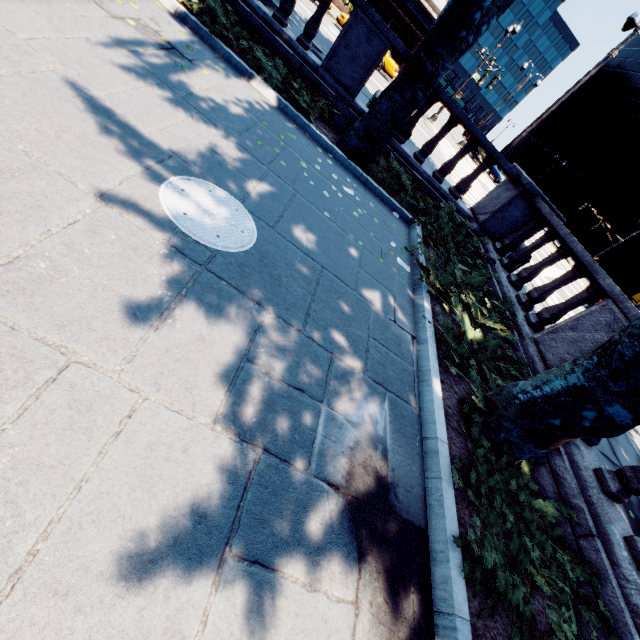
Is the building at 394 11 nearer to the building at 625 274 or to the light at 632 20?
the light at 632 20

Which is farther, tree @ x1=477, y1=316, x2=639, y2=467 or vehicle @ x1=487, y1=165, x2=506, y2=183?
vehicle @ x1=487, y1=165, x2=506, y2=183

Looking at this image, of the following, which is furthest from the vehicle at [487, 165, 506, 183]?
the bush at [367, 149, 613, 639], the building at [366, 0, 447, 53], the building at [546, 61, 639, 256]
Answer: the bush at [367, 149, 613, 639]

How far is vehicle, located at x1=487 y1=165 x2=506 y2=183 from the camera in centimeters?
3404cm

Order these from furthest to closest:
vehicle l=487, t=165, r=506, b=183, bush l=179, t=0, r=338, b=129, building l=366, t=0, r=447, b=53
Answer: vehicle l=487, t=165, r=506, b=183 < building l=366, t=0, r=447, b=53 < bush l=179, t=0, r=338, b=129

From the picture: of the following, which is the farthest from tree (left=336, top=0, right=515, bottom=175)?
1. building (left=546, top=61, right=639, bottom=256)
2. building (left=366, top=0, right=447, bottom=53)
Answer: building (left=546, top=61, right=639, bottom=256)

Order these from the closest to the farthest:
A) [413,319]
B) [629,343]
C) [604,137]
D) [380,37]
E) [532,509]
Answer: [629,343] < [532,509] < [413,319] < [380,37] < [604,137]

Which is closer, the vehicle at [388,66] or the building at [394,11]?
the vehicle at [388,66]
